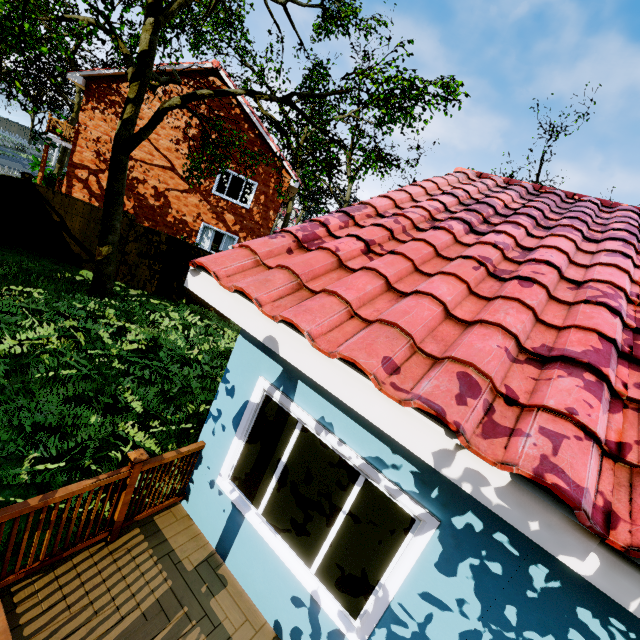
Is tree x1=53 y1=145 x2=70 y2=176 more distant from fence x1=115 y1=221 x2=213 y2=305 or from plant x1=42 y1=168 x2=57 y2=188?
plant x1=42 y1=168 x2=57 y2=188

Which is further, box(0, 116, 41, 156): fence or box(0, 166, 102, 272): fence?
box(0, 116, 41, 156): fence

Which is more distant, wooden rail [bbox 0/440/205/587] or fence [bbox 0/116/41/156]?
fence [bbox 0/116/41/156]

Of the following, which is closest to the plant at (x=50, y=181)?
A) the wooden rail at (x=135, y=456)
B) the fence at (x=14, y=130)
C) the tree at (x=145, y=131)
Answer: the fence at (x=14, y=130)

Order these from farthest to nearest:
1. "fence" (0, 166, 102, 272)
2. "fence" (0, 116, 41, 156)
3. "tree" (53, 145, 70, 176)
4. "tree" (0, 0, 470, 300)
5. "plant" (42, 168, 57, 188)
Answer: "fence" (0, 116, 41, 156) → "tree" (53, 145, 70, 176) → "plant" (42, 168, 57, 188) → "fence" (0, 166, 102, 272) → "tree" (0, 0, 470, 300)

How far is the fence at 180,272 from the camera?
11.98m

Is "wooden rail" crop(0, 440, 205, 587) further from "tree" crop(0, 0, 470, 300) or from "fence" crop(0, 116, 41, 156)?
"tree" crop(0, 0, 470, 300)

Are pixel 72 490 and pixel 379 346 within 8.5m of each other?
yes
